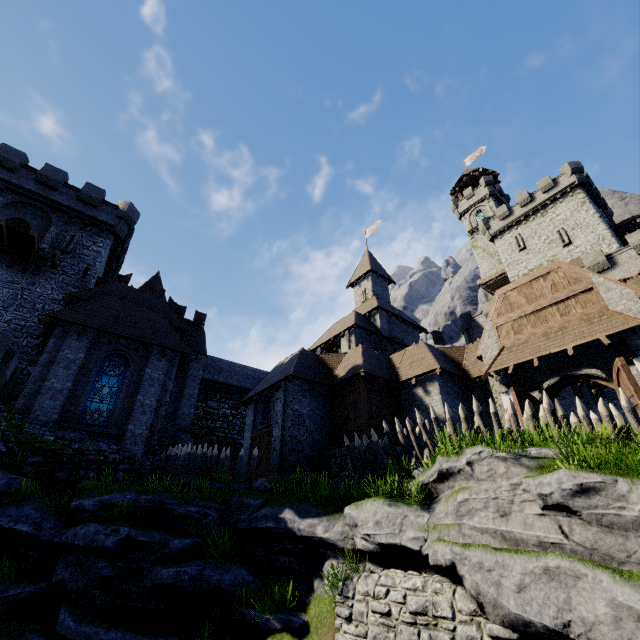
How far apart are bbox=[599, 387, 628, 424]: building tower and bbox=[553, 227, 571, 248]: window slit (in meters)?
17.16

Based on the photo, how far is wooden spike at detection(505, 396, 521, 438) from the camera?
9.8 meters

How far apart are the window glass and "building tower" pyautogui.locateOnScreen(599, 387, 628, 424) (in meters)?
31.90

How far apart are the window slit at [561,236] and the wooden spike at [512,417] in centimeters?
3311cm

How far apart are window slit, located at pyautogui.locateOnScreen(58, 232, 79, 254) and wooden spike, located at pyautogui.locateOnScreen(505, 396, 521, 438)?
27.8m

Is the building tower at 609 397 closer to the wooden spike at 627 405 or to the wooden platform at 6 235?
the wooden spike at 627 405

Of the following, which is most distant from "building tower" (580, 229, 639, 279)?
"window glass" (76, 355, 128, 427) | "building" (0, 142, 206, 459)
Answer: "window glass" (76, 355, 128, 427)

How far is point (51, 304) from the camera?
21.0 meters
